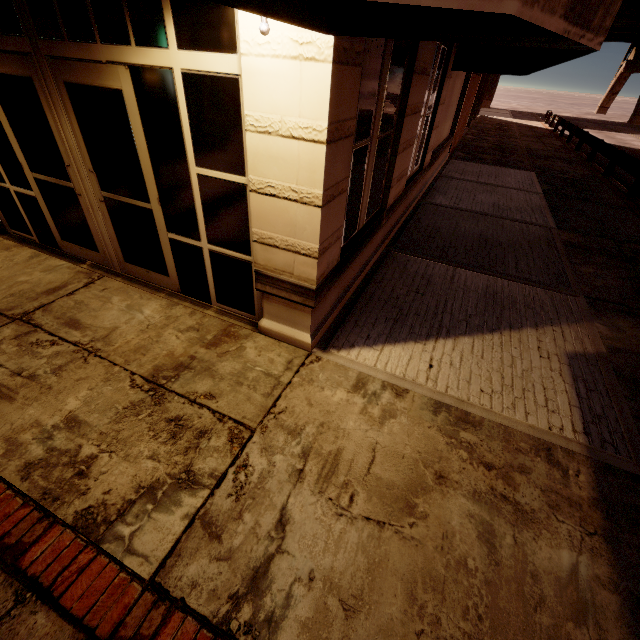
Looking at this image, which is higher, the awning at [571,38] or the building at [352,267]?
the awning at [571,38]

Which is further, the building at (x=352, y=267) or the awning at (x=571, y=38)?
the building at (x=352, y=267)

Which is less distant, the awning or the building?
the awning

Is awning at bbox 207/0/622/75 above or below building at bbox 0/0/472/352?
above

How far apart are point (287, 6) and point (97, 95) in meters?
2.9 m
